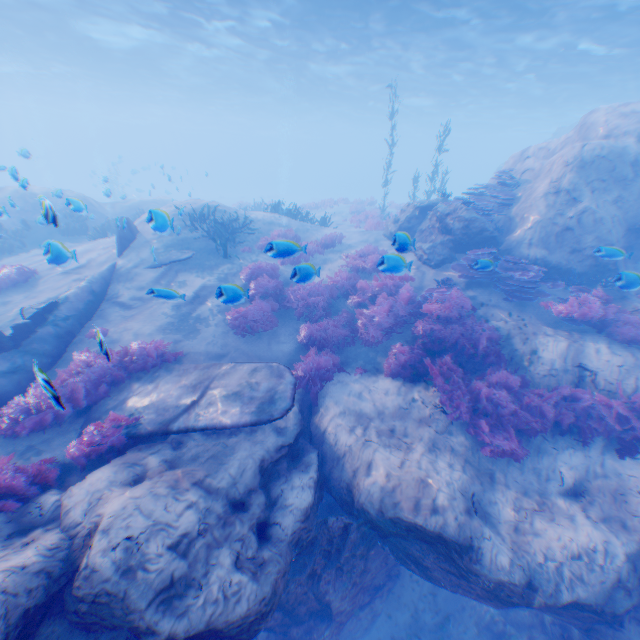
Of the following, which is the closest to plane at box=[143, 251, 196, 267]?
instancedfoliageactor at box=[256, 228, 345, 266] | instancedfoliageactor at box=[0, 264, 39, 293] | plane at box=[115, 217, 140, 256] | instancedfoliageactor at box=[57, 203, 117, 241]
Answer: plane at box=[115, 217, 140, 256]

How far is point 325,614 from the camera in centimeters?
734cm

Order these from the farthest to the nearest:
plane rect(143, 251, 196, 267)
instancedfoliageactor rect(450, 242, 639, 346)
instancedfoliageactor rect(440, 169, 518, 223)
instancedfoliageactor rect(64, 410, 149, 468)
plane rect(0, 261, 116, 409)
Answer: instancedfoliageactor rect(440, 169, 518, 223) < plane rect(143, 251, 196, 267) < instancedfoliageactor rect(450, 242, 639, 346) < plane rect(0, 261, 116, 409) < instancedfoliageactor rect(64, 410, 149, 468)

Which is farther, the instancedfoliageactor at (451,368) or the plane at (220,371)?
the instancedfoliageactor at (451,368)

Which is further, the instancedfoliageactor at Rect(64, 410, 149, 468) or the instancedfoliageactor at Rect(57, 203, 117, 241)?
the instancedfoliageactor at Rect(57, 203, 117, 241)

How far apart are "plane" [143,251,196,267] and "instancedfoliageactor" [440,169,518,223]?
11.69m

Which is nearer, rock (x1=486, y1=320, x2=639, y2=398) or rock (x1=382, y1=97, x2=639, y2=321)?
rock (x1=486, y1=320, x2=639, y2=398)

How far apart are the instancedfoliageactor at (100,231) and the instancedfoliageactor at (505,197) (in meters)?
17.48
